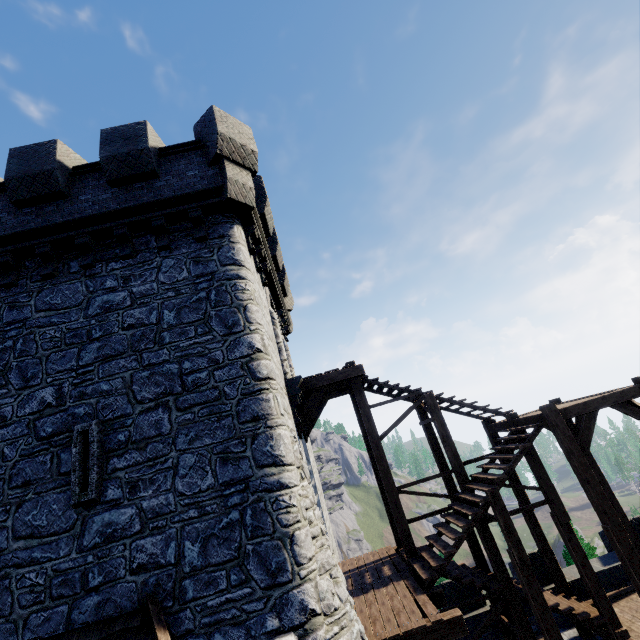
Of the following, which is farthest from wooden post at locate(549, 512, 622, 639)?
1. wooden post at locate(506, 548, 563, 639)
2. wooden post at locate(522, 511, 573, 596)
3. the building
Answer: the building

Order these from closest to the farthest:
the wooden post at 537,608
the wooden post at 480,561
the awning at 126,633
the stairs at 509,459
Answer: the awning at 126,633 → the wooden post at 537,608 → the stairs at 509,459 → the wooden post at 480,561

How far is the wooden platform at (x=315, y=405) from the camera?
9.92m

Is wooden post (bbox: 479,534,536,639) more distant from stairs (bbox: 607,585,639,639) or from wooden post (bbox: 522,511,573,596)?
wooden post (bbox: 522,511,573,596)

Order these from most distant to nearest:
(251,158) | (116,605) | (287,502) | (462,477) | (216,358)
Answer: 1. (462,477)
2. (251,158)
3. (216,358)
4. (287,502)
5. (116,605)

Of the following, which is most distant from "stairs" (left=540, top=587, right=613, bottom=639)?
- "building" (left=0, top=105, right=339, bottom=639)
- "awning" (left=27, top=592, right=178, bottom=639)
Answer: "awning" (left=27, top=592, right=178, bottom=639)

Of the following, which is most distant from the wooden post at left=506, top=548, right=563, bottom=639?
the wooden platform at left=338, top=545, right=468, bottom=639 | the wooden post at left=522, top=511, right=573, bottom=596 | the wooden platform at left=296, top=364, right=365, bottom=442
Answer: the wooden platform at left=296, top=364, right=365, bottom=442

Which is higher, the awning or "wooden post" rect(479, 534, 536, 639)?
the awning
